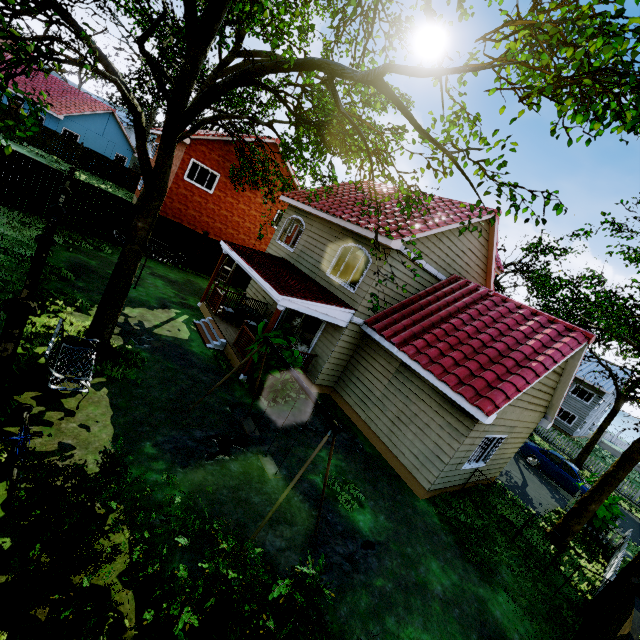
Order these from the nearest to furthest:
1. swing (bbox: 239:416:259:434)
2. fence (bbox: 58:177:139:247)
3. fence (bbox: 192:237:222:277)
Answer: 1. swing (bbox: 239:416:259:434)
2. fence (bbox: 58:177:139:247)
3. fence (bbox: 192:237:222:277)

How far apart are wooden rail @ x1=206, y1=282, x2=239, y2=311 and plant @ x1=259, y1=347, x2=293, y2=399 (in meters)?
3.74

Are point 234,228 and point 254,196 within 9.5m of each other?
yes

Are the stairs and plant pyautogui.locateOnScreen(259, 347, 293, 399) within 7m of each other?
yes

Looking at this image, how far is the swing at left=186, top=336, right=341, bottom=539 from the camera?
5.3m

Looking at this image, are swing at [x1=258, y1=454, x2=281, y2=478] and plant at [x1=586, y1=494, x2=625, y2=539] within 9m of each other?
no

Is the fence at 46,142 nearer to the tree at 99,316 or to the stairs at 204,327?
the tree at 99,316

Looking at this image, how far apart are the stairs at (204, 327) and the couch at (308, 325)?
6.09m
